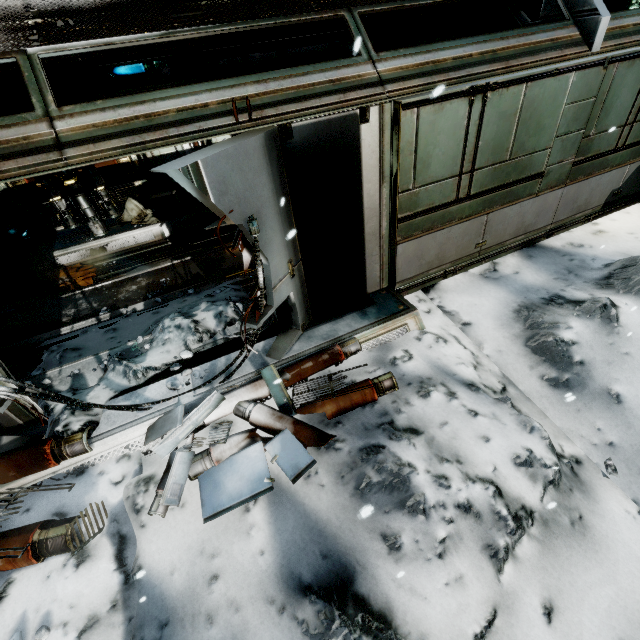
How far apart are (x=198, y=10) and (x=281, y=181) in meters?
3.0

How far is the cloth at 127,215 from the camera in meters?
9.6

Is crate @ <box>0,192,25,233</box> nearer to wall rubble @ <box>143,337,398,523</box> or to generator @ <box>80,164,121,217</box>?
generator @ <box>80,164,121,217</box>

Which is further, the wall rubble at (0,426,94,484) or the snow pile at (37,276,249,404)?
the snow pile at (37,276,249,404)

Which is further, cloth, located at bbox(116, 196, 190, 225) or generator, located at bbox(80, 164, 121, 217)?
cloth, located at bbox(116, 196, 190, 225)

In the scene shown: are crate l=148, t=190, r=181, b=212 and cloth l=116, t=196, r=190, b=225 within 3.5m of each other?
yes

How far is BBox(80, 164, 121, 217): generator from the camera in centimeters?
832cm

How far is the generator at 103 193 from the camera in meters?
8.3
